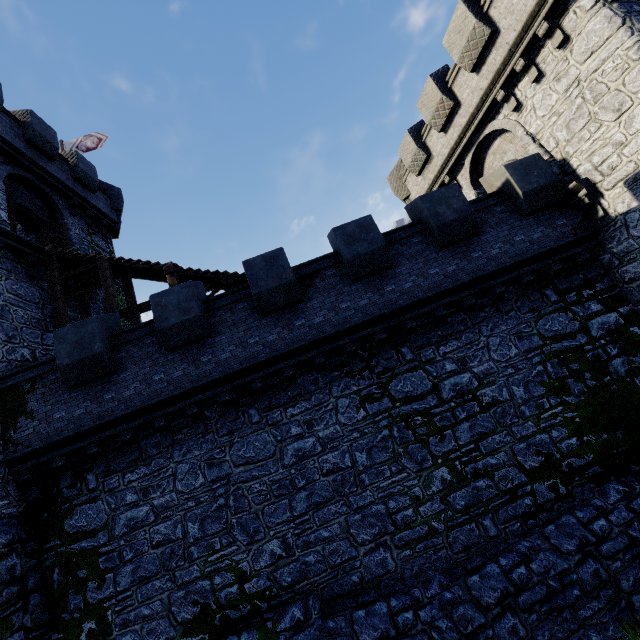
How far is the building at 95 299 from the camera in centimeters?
1502cm

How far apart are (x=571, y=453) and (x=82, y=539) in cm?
1373

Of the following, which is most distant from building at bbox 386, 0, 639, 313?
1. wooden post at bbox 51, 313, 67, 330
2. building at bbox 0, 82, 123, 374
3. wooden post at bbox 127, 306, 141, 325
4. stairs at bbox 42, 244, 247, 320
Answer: wooden post at bbox 51, 313, 67, 330

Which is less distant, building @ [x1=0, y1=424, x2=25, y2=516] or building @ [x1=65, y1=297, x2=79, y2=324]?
building @ [x1=0, y1=424, x2=25, y2=516]

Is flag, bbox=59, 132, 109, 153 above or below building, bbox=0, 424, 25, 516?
above

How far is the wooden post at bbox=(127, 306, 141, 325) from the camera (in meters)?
13.57

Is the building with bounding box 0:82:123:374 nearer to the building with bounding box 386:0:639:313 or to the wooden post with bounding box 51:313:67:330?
the wooden post with bounding box 51:313:67:330

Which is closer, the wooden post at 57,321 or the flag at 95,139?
the wooden post at 57,321
